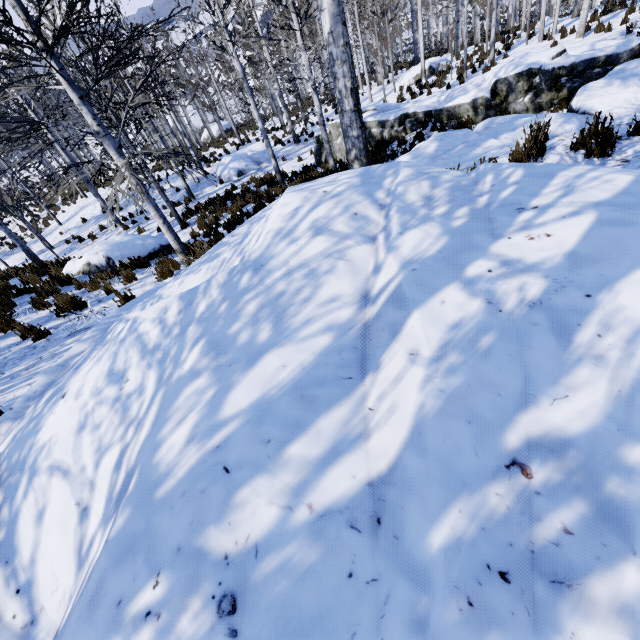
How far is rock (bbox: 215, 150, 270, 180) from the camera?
18.3m

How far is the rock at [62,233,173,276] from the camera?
9.12m

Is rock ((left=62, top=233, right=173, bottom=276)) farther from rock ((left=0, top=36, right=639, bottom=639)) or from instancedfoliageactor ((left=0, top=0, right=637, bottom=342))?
rock ((left=0, top=36, right=639, bottom=639))

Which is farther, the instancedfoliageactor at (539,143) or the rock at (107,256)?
the rock at (107,256)

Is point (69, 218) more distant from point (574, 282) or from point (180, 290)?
point (574, 282)

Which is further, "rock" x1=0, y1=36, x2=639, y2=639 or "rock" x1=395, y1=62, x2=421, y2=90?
"rock" x1=395, y1=62, x2=421, y2=90

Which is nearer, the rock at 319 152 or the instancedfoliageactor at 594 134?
the instancedfoliageactor at 594 134

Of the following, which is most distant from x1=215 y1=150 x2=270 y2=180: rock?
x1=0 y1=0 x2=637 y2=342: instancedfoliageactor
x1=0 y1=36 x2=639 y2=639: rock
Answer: x1=0 y1=36 x2=639 y2=639: rock
